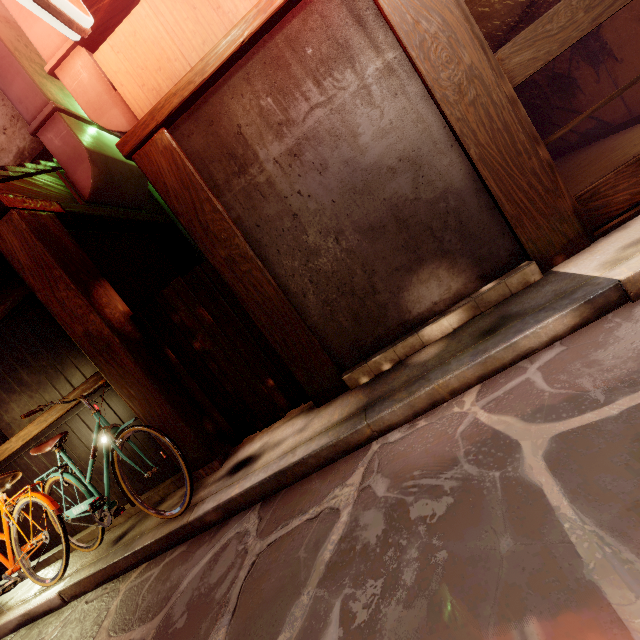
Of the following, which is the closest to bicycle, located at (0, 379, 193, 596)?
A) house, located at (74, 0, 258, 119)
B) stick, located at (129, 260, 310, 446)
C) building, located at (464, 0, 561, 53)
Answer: stick, located at (129, 260, 310, 446)

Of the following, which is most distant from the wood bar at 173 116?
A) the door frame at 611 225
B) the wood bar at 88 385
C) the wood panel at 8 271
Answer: the wood bar at 88 385

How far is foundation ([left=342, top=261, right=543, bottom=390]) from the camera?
4.8m

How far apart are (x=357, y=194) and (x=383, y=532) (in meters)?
4.41

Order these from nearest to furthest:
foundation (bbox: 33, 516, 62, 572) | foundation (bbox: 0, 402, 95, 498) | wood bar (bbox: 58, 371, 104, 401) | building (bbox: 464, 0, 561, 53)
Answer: wood bar (bbox: 58, 371, 104, 401), foundation (bbox: 0, 402, 95, 498), foundation (bbox: 33, 516, 62, 572), building (bbox: 464, 0, 561, 53)

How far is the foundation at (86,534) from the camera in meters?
7.3 m

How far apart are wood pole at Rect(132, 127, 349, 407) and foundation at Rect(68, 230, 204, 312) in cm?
280

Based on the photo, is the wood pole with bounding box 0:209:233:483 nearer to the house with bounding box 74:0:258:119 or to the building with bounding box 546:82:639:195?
the house with bounding box 74:0:258:119
